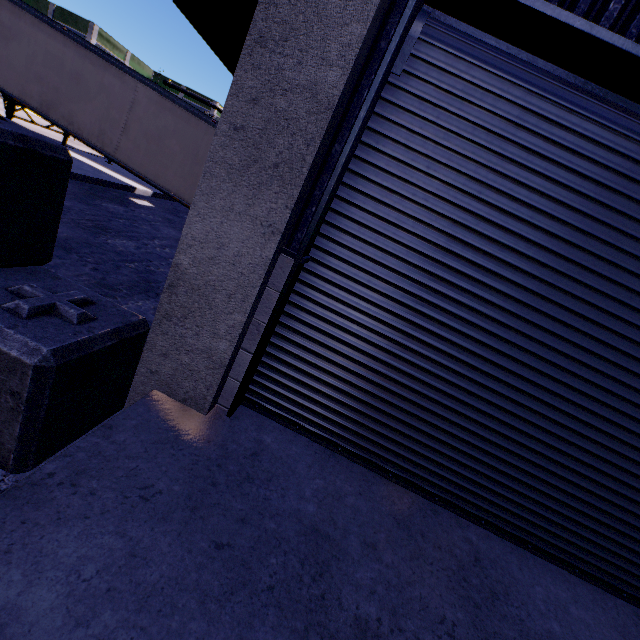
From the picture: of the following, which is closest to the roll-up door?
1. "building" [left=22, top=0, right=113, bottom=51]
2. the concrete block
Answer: "building" [left=22, top=0, right=113, bottom=51]

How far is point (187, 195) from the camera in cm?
1073

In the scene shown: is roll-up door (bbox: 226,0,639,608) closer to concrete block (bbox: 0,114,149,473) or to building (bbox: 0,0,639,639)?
building (bbox: 0,0,639,639)

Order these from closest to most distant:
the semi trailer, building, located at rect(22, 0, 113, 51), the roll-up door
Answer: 1. the roll-up door
2. the semi trailer
3. building, located at rect(22, 0, 113, 51)

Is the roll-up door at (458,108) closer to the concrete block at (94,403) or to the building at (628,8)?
the building at (628,8)

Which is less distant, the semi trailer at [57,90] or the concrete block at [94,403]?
the concrete block at [94,403]

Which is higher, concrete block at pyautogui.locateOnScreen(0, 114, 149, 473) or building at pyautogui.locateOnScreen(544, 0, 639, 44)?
building at pyautogui.locateOnScreen(544, 0, 639, 44)

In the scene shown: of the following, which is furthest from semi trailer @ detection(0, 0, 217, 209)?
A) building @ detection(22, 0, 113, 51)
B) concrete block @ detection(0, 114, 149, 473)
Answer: concrete block @ detection(0, 114, 149, 473)
